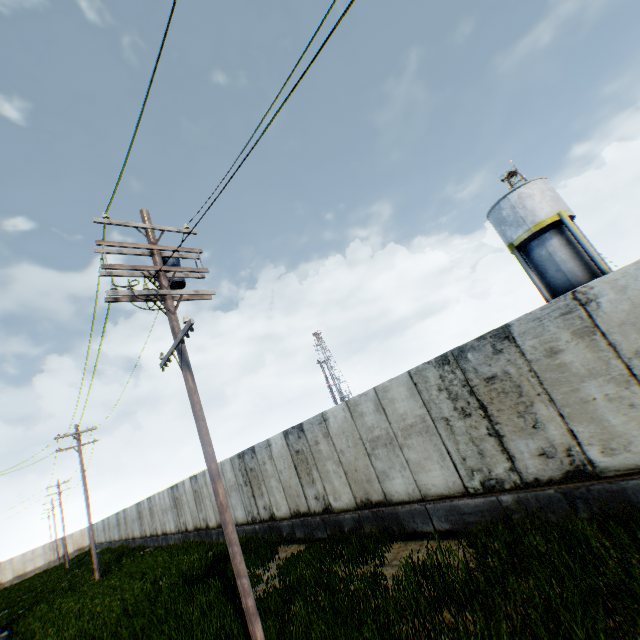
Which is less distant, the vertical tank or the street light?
the street light

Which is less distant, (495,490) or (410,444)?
(495,490)

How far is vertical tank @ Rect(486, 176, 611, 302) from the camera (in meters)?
19.44

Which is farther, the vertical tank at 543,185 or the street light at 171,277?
the vertical tank at 543,185

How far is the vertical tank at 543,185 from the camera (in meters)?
19.44
